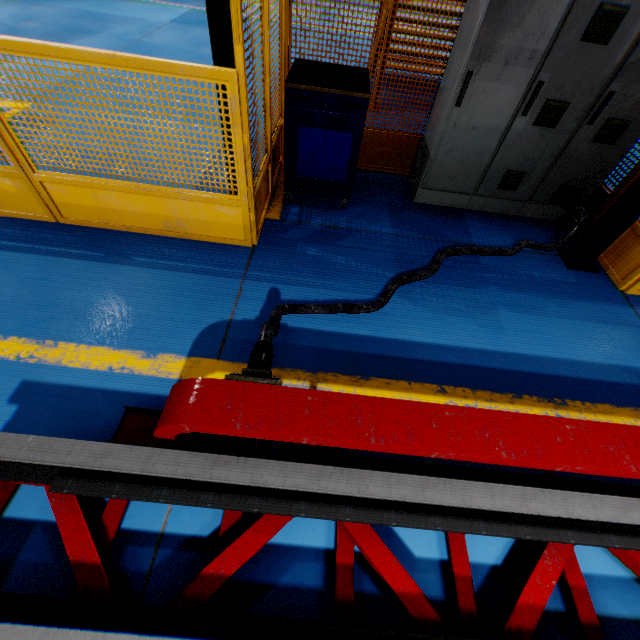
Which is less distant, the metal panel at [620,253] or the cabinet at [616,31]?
the cabinet at [616,31]

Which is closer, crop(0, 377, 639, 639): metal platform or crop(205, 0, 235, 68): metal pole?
crop(0, 377, 639, 639): metal platform

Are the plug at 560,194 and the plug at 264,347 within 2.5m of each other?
no

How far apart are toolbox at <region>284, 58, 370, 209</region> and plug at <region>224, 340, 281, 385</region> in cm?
233

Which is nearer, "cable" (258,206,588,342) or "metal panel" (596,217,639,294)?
"cable" (258,206,588,342)

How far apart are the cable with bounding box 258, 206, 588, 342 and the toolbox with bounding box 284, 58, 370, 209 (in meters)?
1.21

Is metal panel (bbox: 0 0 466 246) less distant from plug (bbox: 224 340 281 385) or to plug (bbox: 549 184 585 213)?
plug (bbox: 549 184 585 213)

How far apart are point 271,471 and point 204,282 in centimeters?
191cm
